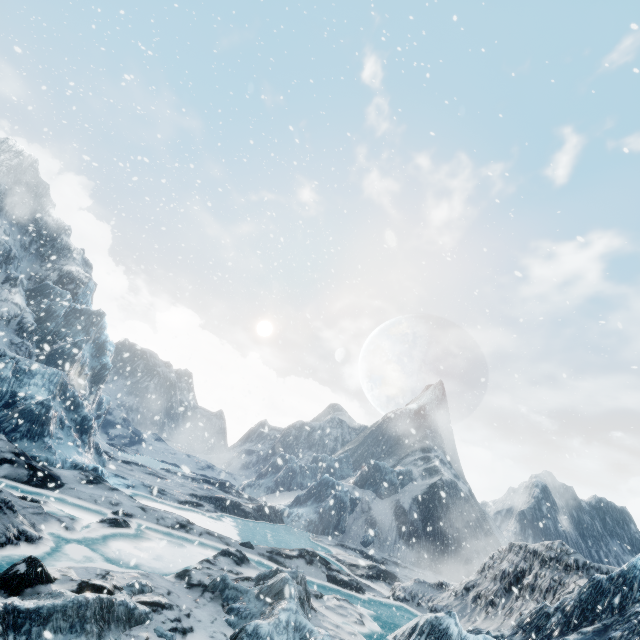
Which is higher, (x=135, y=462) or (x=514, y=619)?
(x=514, y=619)
